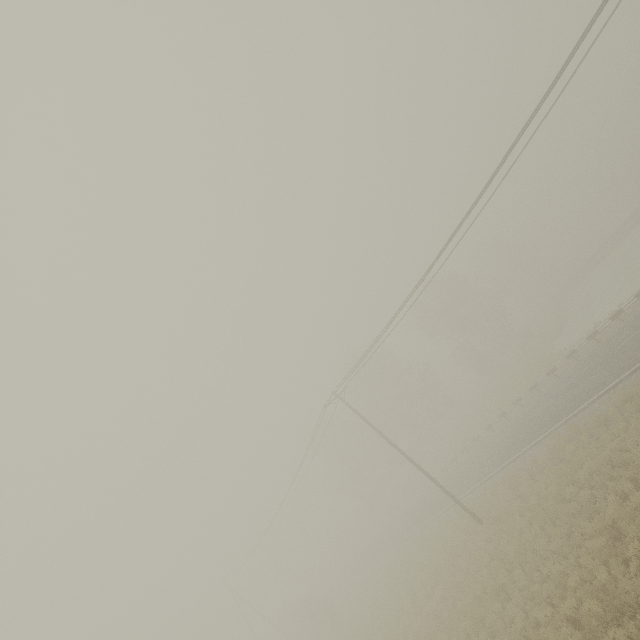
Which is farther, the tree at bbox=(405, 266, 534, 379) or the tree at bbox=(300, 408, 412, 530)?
the tree at bbox=(300, 408, 412, 530)

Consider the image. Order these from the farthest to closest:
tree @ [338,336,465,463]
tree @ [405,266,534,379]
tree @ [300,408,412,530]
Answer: tree @ [300,408,412,530] → tree @ [338,336,465,463] → tree @ [405,266,534,379]

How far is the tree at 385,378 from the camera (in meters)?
44.50

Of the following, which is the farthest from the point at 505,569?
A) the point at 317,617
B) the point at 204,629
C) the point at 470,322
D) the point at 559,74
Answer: the point at 204,629

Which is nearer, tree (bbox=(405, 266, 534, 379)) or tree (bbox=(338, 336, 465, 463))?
tree (bbox=(405, 266, 534, 379))

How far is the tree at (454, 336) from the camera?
42.3 meters

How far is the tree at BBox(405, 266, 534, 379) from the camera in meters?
42.3 m

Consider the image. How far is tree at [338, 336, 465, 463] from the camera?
44.50m
